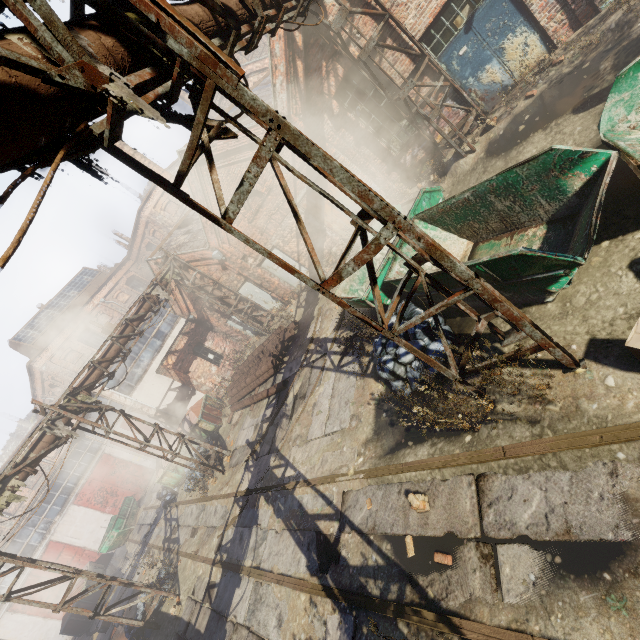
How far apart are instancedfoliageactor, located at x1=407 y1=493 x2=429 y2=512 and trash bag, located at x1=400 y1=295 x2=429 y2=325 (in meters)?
0.87

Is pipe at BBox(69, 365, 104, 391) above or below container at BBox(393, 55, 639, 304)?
above

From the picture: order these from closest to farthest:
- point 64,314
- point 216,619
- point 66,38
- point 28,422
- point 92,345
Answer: point 66,38 < point 216,619 < point 92,345 < point 64,314 < point 28,422

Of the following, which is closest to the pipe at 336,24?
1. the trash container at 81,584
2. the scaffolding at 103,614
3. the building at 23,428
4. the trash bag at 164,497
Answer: the scaffolding at 103,614

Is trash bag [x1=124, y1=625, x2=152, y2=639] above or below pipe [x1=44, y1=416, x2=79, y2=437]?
below

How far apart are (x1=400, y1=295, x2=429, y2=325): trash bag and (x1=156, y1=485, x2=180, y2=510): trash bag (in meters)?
16.10

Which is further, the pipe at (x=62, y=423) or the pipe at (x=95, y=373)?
the pipe at (x=95, y=373)

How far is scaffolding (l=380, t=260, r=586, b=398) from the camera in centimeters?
353cm
